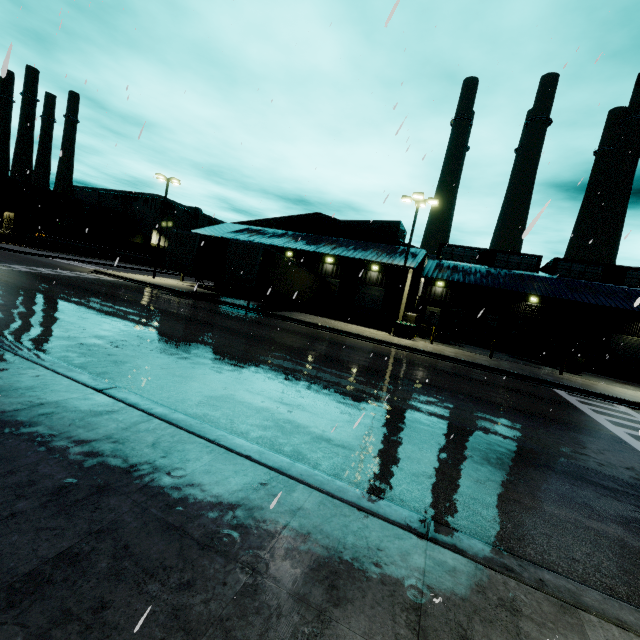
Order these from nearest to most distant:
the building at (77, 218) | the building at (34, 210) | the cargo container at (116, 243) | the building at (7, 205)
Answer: the building at (7, 205)
the cargo container at (116, 243)
the building at (34, 210)
the building at (77, 218)

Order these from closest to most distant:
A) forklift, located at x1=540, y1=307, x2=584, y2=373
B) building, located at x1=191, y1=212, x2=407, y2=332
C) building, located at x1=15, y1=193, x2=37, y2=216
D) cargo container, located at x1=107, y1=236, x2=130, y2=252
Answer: forklift, located at x1=540, y1=307, x2=584, y2=373 < building, located at x1=191, y1=212, x2=407, y2=332 < cargo container, located at x1=107, y1=236, x2=130, y2=252 < building, located at x1=15, y1=193, x2=37, y2=216

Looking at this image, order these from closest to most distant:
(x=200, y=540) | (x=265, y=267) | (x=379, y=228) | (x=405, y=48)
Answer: (x=200, y=540) < (x=405, y=48) < (x=265, y=267) < (x=379, y=228)

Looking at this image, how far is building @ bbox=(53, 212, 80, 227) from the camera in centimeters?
5819cm

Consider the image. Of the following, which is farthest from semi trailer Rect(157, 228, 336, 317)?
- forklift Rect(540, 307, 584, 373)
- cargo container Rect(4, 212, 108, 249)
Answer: forklift Rect(540, 307, 584, 373)

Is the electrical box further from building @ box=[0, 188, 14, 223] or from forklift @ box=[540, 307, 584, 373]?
forklift @ box=[540, 307, 584, 373]

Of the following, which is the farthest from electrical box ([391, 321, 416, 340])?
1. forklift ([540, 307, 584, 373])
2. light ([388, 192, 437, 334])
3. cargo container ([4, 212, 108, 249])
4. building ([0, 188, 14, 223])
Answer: cargo container ([4, 212, 108, 249])

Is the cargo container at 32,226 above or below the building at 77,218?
below
